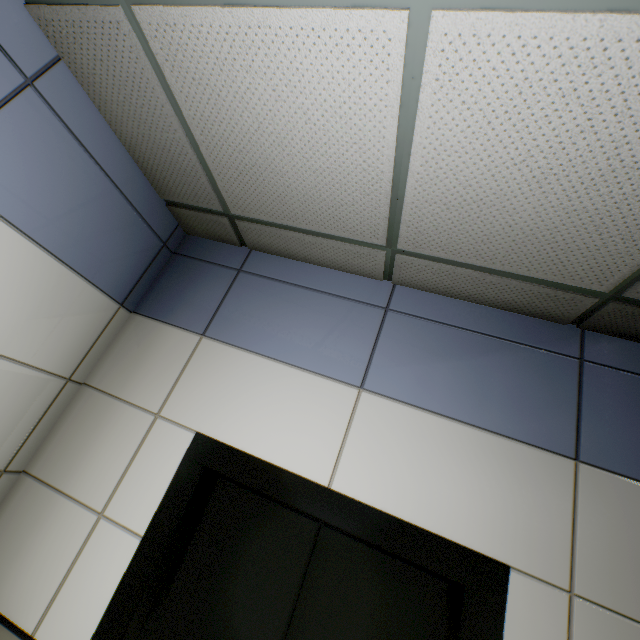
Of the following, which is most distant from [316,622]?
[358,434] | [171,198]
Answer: [171,198]
